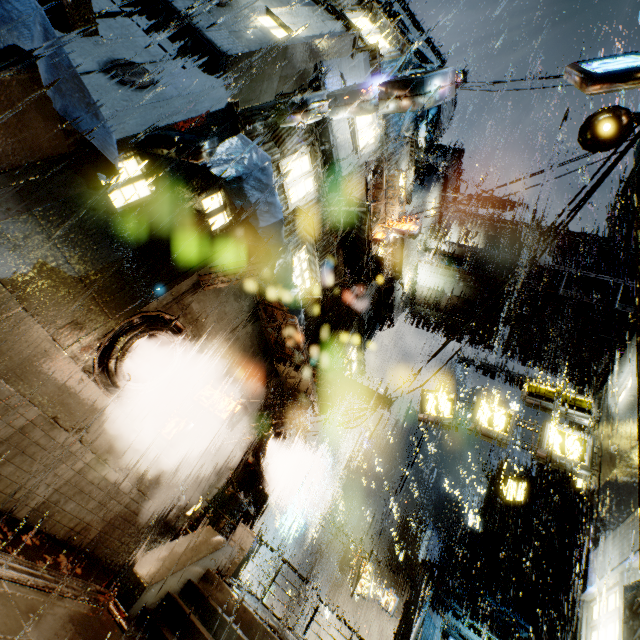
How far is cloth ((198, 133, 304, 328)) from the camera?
7.0m

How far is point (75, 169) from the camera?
6.5 meters

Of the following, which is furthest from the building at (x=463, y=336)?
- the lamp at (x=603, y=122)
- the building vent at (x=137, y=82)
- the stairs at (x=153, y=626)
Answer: the lamp at (x=603, y=122)

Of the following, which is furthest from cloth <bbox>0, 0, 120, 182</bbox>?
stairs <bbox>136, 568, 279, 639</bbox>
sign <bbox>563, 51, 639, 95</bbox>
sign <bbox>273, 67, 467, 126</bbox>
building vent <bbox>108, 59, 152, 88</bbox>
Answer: stairs <bbox>136, 568, 279, 639</bbox>

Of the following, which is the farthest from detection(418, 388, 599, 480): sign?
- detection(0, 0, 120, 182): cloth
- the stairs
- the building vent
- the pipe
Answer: the pipe

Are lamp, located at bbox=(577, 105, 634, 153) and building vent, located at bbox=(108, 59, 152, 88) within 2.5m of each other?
no

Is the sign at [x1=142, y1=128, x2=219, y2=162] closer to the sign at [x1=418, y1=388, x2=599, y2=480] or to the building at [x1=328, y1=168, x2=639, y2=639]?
the building at [x1=328, y1=168, x2=639, y2=639]

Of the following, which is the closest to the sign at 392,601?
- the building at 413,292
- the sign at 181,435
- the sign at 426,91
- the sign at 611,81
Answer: the building at 413,292
